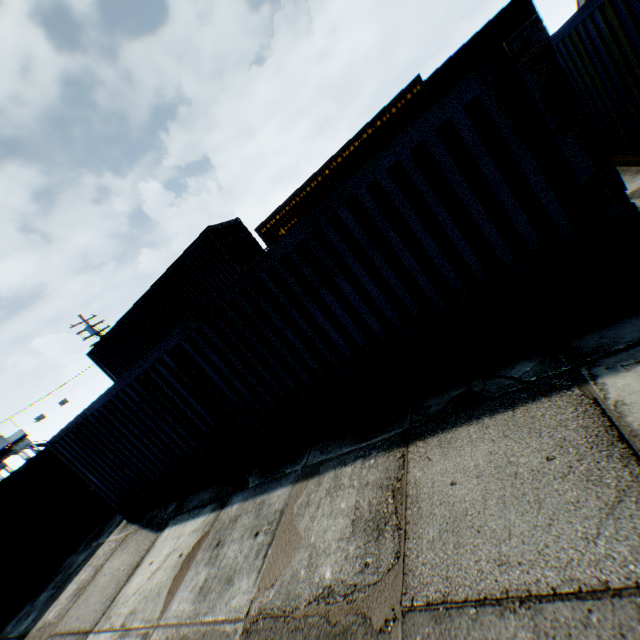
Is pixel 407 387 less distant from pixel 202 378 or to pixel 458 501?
pixel 458 501

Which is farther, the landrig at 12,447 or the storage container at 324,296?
the landrig at 12,447

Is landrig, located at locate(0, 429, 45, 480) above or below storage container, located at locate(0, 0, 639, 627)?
above

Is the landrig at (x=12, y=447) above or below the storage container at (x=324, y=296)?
above

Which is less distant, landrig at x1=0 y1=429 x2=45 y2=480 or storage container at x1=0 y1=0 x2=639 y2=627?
storage container at x1=0 y1=0 x2=639 y2=627
